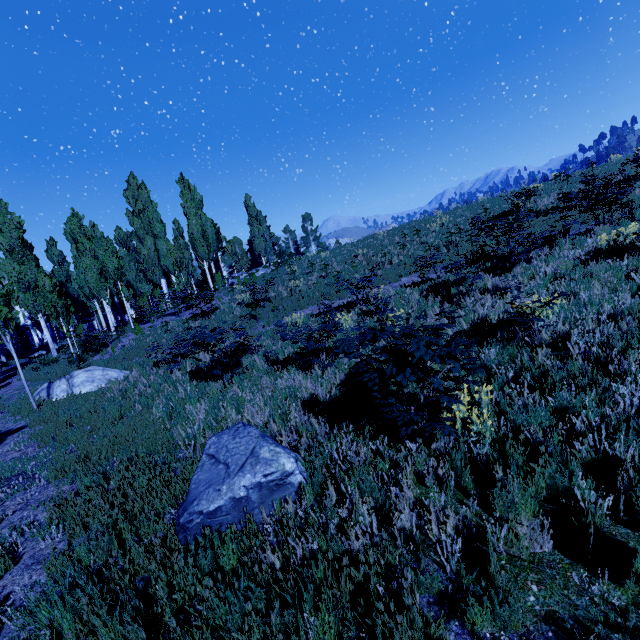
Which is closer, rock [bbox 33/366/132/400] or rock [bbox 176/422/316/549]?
rock [bbox 176/422/316/549]

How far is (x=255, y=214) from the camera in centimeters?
4219cm

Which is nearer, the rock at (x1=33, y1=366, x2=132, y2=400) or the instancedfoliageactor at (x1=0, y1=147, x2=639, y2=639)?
the instancedfoliageactor at (x1=0, y1=147, x2=639, y2=639)

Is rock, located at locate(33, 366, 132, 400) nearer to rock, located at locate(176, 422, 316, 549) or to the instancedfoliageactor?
the instancedfoliageactor

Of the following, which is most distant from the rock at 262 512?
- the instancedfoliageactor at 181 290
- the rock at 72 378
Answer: the rock at 72 378

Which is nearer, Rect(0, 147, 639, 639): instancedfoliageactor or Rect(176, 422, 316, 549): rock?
Rect(0, 147, 639, 639): instancedfoliageactor

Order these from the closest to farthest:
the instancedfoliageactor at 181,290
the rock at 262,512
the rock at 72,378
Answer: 1. the instancedfoliageactor at 181,290
2. the rock at 262,512
3. the rock at 72,378

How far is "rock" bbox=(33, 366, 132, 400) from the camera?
11.73m
